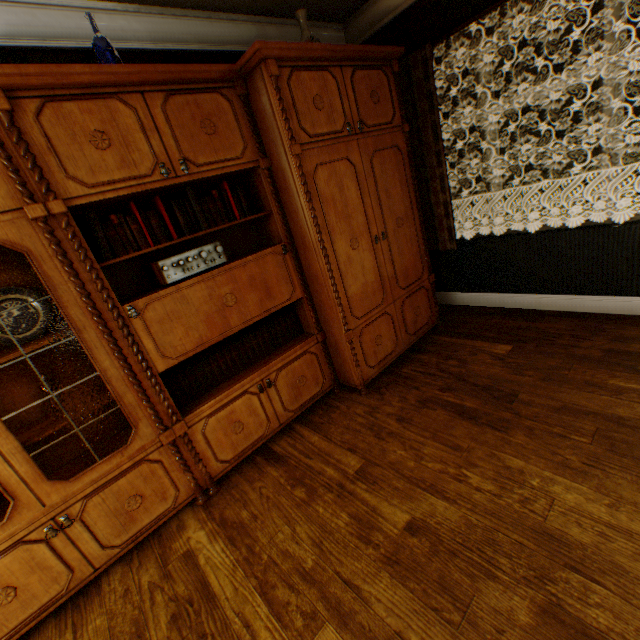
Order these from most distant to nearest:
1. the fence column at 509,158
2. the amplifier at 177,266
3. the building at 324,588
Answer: the fence column at 509,158 → the amplifier at 177,266 → the building at 324,588

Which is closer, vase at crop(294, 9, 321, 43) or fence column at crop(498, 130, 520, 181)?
vase at crop(294, 9, 321, 43)

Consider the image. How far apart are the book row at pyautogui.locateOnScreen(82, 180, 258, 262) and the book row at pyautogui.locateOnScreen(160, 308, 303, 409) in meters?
0.8 m

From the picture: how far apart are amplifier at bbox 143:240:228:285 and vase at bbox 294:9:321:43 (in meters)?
1.63

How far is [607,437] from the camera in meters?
1.8 m

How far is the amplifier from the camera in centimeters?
197cm

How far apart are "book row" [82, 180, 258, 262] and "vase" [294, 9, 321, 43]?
1.1 meters

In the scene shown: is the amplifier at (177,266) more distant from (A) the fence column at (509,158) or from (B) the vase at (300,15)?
(A) the fence column at (509,158)
